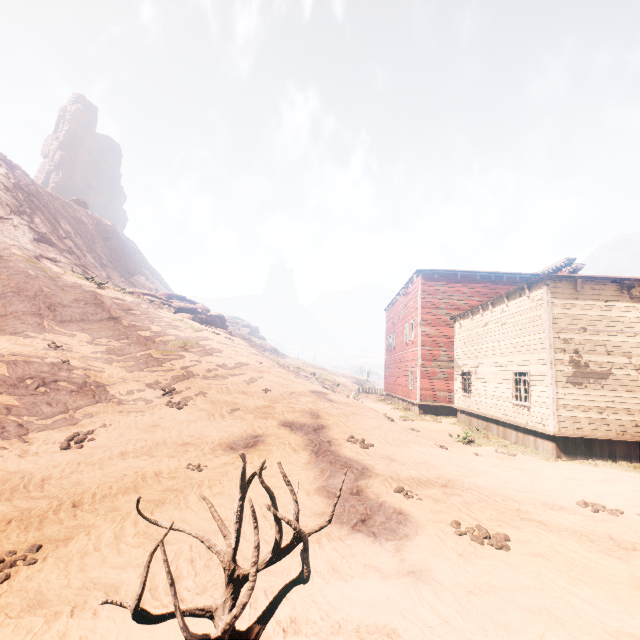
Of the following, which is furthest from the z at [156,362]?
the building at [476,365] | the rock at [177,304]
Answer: the rock at [177,304]

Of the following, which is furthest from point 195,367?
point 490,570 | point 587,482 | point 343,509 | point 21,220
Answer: point 21,220

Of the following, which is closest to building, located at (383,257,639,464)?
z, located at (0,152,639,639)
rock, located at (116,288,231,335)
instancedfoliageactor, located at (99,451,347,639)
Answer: z, located at (0,152,639,639)

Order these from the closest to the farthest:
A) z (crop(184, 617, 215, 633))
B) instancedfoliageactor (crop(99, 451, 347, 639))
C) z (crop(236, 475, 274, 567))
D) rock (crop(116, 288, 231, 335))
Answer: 1. instancedfoliageactor (crop(99, 451, 347, 639))
2. z (crop(184, 617, 215, 633))
3. z (crop(236, 475, 274, 567))
4. rock (crop(116, 288, 231, 335))

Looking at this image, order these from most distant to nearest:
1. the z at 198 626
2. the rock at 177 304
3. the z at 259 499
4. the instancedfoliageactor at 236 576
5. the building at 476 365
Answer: the rock at 177 304
the building at 476 365
the z at 259 499
the z at 198 626
the instancedfoliageactor at 236 576

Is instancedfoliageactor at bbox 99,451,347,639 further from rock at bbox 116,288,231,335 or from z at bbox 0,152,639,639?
rock at bbox 116,288,231,335

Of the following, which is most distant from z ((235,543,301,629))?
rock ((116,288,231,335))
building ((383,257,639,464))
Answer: rock ((116,288,231,335))

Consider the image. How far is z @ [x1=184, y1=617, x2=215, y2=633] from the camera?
3.18m
